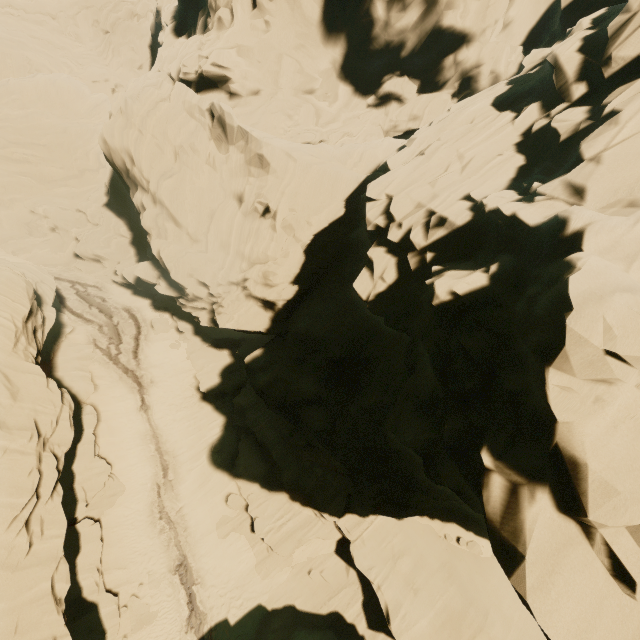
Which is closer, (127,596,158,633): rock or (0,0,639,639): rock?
(0,0,639,639): rock

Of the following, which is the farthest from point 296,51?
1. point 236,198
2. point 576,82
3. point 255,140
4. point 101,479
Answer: point 101,479

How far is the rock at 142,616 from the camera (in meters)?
16.06

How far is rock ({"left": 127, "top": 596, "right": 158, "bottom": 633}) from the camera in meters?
16.1 m

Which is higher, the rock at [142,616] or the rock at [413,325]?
the rock at [413,325]

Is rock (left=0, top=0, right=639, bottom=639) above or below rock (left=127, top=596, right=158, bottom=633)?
above
